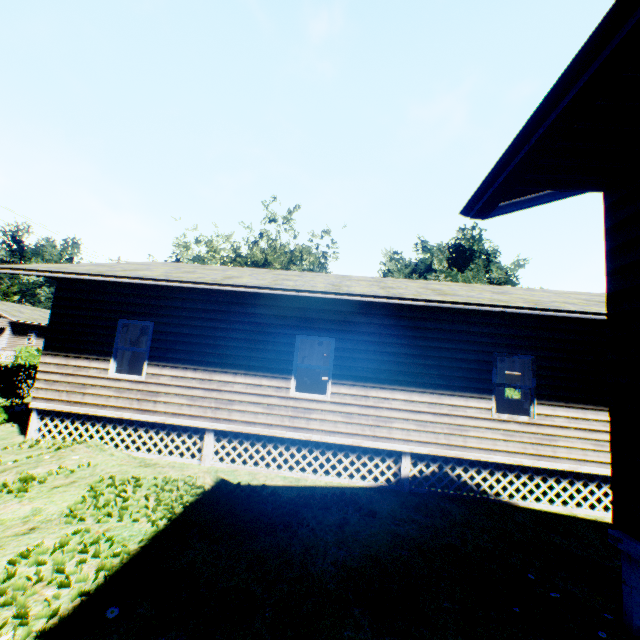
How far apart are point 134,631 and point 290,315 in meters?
6.7 m
